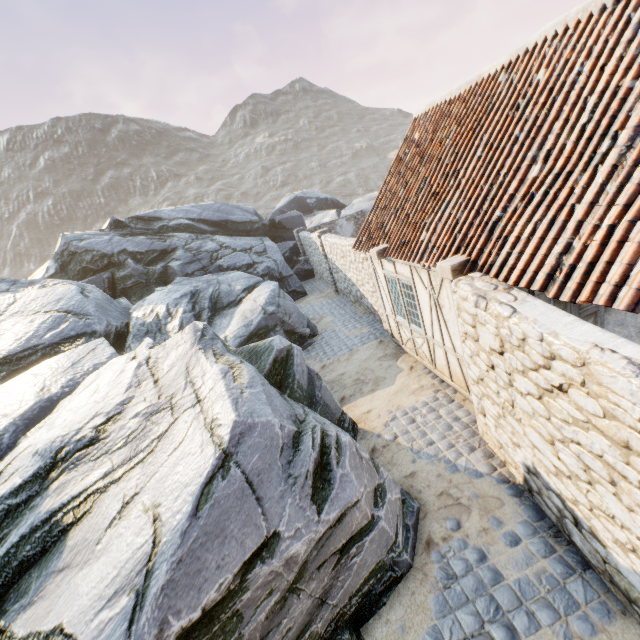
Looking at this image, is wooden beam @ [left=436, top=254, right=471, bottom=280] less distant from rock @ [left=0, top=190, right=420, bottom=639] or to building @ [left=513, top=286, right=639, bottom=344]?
building @ [left=513, top=286, right=639, bottom=344]

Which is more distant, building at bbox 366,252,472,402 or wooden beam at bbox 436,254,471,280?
building at bbox 366,252,472,402

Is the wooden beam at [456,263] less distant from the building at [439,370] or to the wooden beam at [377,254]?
the building at [439,370]

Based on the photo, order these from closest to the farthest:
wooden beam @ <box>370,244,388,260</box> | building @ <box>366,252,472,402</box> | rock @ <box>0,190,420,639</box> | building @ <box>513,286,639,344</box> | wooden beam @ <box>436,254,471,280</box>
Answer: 1. rock @ <box>0,190,420,639</box>
2. building @ <box>513,286,639,344</box>
3. wooden beam @ <box>436,254,471,280</box>
4. building @ <box>366,252,472,402</box>
5. wooden beam @ <box>370,244,388,260</box>

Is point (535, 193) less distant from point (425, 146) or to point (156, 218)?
point (425, 146)

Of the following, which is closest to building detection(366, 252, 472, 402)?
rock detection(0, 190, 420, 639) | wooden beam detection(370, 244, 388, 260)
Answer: wooden beam detection(370, 244, 388, 260)

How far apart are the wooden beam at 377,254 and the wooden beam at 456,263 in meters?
2.6 m
